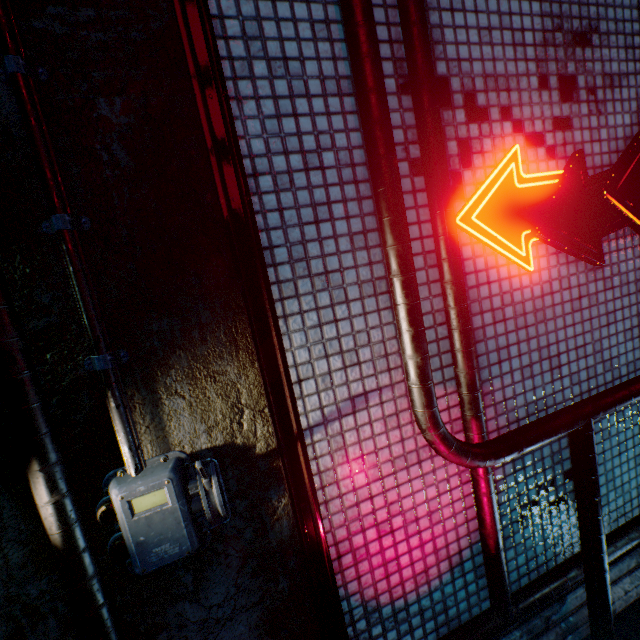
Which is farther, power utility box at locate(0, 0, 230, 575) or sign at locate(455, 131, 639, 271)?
sign at locate(455, 131, 639, 271)

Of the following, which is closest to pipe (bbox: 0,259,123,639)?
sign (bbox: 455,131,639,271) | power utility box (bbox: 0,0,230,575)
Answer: power utility box (bbox: 0,0,230,575)

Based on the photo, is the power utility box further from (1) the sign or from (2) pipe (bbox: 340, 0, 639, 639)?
(1) the sign

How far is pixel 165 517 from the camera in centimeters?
108cm

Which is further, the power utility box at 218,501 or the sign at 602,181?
the sign at 602,181

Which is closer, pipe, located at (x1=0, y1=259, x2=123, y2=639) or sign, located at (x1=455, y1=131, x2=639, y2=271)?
pipe, located at (x1=0, y1=259, x2=123, y2=639)

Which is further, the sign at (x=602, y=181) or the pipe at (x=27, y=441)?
the sign at (x=602, y=181)

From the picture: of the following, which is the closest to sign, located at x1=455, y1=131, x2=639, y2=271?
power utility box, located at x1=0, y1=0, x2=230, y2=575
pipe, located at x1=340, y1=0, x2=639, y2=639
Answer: pipe, located at x1=340, y1=0, x2=639, y2=639
